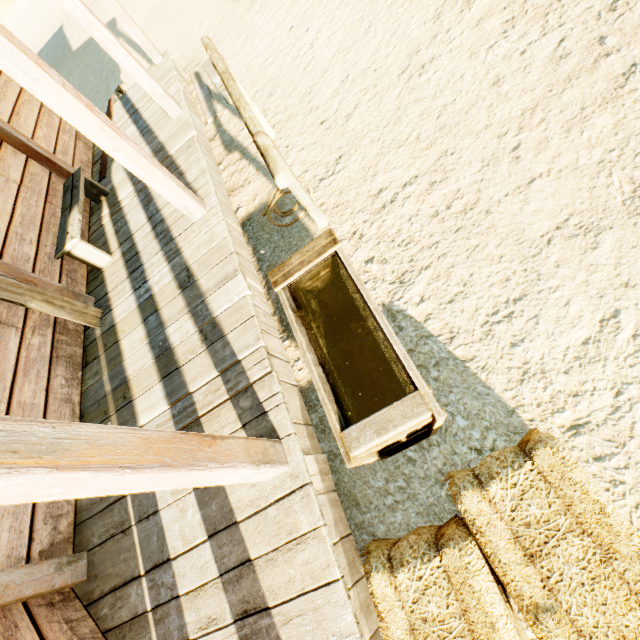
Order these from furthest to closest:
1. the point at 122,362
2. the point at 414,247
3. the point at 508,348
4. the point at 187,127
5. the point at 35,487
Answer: the point at 187,127
the point at 122,362
the point at 414,247
the point at 508,348
the point at 35,487

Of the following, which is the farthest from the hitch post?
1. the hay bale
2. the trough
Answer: the hay bale

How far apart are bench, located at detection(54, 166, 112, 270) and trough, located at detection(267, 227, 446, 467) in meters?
2.6 m

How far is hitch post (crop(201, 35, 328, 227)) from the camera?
2.0 meters

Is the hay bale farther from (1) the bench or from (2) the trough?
(1) the bench

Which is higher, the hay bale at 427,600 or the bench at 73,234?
the bench at 73,234

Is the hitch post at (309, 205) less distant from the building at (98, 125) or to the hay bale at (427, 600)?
the building at (98, 125)

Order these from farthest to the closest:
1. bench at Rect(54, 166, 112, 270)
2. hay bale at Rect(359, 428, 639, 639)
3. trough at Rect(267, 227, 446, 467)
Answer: bench at Rect(54, 166, 112, 270), trough at Rect(267, 227, 446, 467), hay bale at Rect(359, 428, 639, 639)
